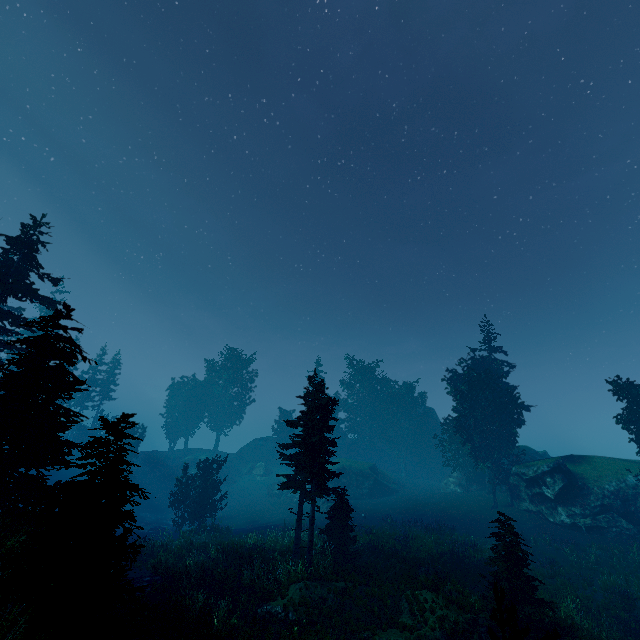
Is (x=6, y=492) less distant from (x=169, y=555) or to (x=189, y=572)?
(x=189, y=572)

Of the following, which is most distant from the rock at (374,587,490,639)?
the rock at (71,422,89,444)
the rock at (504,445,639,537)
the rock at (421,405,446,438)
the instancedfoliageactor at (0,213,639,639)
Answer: the rock at (71,422,89,444)

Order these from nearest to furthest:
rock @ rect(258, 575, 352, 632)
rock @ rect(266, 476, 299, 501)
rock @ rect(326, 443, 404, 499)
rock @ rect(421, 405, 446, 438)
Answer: rock @ rect(258, 575, 352, 632) < rock @ rect(326, 443, 404, 499) < rock @ rect(266, 476, 299, 501) < rock @ rect(421, 405, 446, 438)

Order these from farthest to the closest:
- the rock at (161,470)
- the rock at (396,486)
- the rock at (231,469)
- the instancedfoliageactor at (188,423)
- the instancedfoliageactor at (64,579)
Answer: the instancedfoliageactor at (188,423)
the rock at (231,469)
the rock at (161,470)
the rock at (396,486)
the instancedfoliageactor at (64,579)

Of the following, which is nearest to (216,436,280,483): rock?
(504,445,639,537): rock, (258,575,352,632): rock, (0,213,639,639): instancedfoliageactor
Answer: (0,213,639,639): instancedfoliageactor

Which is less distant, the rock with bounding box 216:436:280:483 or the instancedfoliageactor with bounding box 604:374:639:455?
the instancedfoliageactor with bounding box 604:374:639:455

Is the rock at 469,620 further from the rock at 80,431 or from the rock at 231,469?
the rock at 80,431

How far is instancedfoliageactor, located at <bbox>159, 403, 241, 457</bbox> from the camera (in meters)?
57.66
